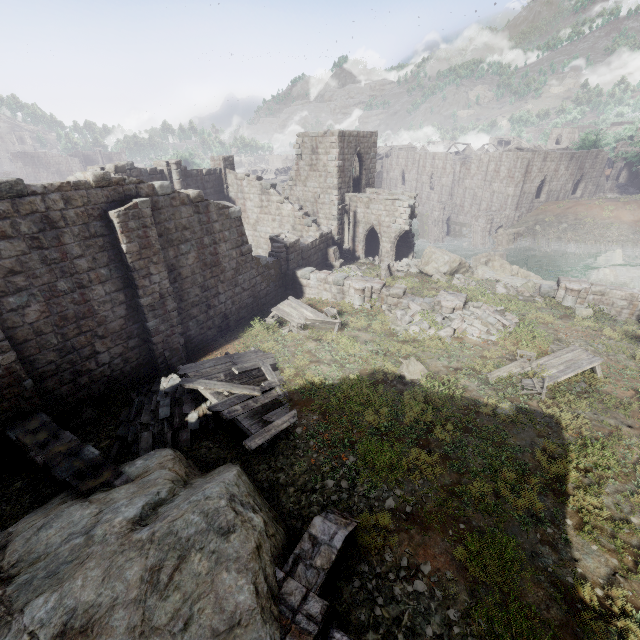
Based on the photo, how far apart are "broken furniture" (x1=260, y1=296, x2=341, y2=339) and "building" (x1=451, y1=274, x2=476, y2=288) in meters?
8.1 m

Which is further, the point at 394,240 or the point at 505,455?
the point at 394,240

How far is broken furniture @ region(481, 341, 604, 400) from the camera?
10.7 meters

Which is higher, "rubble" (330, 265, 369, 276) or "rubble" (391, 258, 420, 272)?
"rubble" (330, 265, 369, 276)

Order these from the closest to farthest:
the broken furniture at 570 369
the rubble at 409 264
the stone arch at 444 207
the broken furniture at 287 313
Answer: the broken furniture at 570 369, the broken furniture at 287 313, the rubble at 409 264, the stone arch at 444 207

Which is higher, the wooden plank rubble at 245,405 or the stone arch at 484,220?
the wooden plank rubble at 245,405

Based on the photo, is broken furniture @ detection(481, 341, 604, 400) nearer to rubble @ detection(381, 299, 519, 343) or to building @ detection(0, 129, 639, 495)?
rubble @ detection(381, 299, 519, 343)

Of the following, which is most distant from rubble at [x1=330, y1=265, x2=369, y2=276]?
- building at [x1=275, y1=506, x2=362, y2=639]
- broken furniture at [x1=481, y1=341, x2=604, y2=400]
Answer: building at [x1=275, y1=506, x2=362, y2=639]
